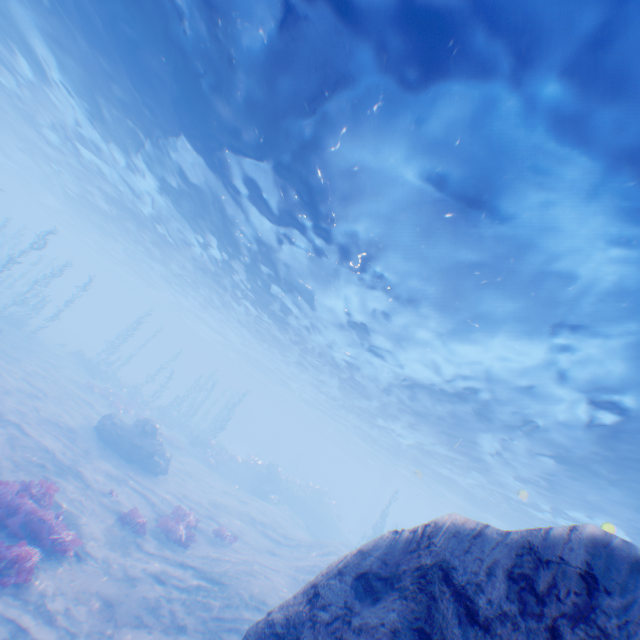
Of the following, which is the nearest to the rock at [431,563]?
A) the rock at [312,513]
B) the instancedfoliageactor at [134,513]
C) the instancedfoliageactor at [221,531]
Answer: the rock at [312,513]

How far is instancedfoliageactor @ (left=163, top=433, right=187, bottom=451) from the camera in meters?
28.6

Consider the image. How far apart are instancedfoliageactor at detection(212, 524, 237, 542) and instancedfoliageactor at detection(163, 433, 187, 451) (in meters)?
13.97

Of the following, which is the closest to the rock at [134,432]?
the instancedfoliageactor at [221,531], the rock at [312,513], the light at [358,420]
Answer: the instancedfoliageactor at [221,531]

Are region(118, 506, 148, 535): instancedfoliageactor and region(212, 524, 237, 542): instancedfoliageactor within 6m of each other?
yes

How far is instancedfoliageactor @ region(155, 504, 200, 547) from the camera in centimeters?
1345cm

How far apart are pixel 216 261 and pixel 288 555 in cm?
1933

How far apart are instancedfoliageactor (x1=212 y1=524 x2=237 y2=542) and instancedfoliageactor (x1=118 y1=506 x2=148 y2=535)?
4.2m
